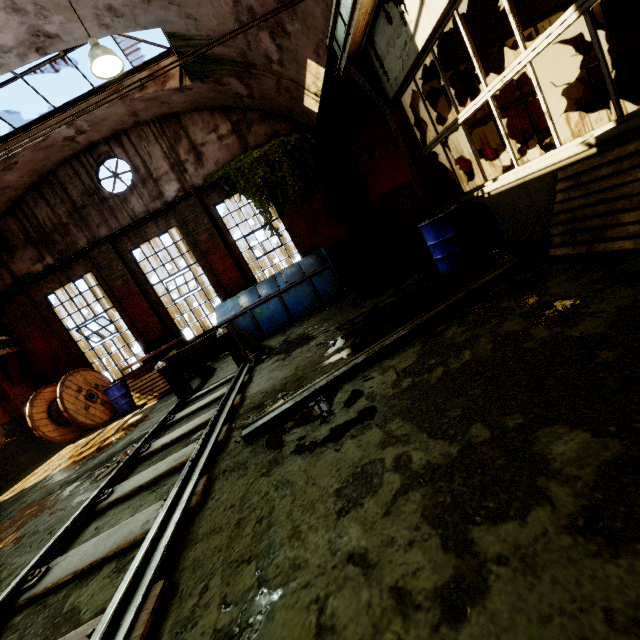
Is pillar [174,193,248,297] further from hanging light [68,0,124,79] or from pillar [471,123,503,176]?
pillar [471,123,503,176]

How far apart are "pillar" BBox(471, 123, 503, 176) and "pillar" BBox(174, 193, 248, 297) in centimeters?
935cm

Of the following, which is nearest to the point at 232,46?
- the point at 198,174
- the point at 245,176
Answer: the point at 245,176

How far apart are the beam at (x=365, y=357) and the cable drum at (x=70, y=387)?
9.0 meters

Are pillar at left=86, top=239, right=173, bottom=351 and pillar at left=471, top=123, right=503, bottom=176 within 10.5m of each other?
no

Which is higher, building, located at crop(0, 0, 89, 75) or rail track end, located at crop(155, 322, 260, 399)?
building, located at crop(0, 0, 89, 75)

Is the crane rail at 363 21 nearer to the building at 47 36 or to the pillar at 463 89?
the building at 47 36

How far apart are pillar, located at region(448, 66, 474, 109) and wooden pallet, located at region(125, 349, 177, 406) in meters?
12.0
